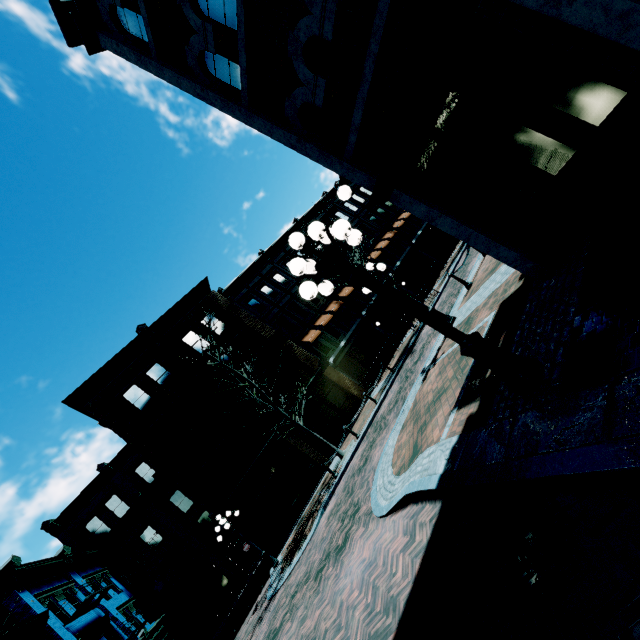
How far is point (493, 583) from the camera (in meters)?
2.86

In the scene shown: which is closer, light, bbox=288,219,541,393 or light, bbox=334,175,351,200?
light, bbox=288,219,541,393

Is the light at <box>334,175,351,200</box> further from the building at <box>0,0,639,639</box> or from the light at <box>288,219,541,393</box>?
the light at <box>288,219,541,393</box>

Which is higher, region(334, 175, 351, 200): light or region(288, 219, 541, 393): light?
region(334, 175, 351, 200): light

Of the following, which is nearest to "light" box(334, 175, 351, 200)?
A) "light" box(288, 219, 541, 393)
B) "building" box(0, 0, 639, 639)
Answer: "building" box(0, 0, 639, 639)

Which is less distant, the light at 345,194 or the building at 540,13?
the building at 540,13

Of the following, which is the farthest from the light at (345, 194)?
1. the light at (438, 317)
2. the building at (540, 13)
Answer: the light at (438, 317)
